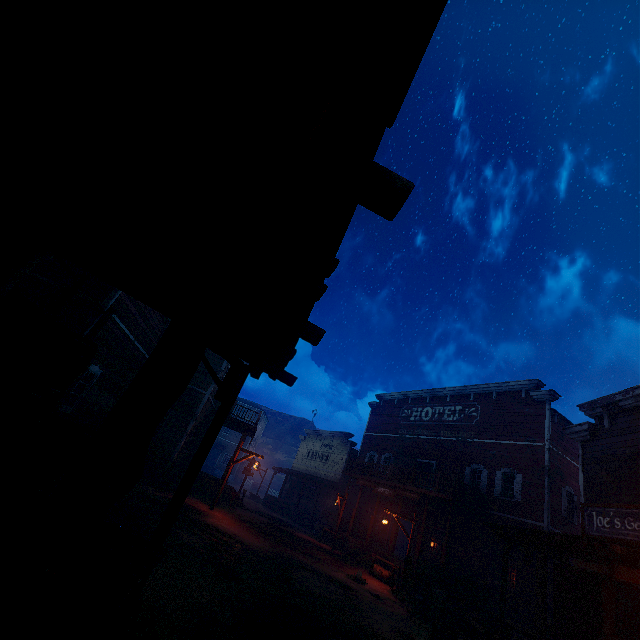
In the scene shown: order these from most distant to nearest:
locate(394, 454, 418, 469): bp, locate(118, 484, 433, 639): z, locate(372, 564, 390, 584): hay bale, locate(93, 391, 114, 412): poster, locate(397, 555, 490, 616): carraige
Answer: locate(394, 454, 418, 469): bp < locate(372, 564, 390, 584): hay bale < locate(93, 391, 114, 412): poster < locate(397, 555, 490, 616): carraige < locate(118, 484, 433, 639): z

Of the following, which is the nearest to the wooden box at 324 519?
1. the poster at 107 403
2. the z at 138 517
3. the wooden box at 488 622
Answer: the z at 138 517

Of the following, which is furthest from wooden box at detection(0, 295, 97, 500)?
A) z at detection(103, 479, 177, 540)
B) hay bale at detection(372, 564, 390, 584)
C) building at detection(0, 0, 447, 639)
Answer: hay bale at detection(372, 564, 390, 584)

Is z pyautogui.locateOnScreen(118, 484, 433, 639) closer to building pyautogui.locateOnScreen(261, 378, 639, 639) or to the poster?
building pyautogui.locateOnScreen(261, 378, 639, 639)

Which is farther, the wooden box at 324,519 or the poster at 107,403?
the wooden box at 324,519

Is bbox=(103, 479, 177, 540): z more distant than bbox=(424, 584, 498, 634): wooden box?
No

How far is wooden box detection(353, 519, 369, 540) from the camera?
22.9m

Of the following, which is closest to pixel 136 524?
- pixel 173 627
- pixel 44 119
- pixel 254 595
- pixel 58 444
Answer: Result: pixel 254 595
